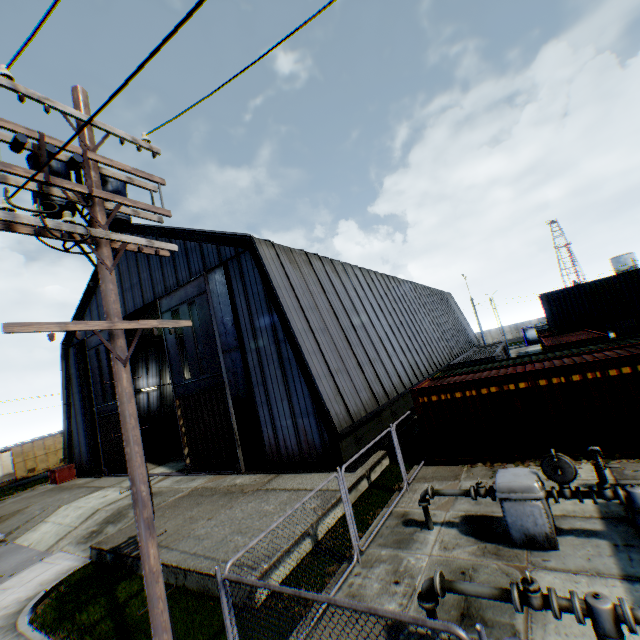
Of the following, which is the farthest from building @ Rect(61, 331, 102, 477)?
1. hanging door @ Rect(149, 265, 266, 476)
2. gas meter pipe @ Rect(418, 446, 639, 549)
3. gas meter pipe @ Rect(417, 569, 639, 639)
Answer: gas meter pipe @ Rect(417, 569, 639, 639)

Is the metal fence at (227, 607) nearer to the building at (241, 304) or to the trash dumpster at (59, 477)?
the building at (241, 304)

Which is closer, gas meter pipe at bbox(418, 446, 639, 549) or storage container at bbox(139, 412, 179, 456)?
gas meter pipe at bbox(418, 446, 639, 549)

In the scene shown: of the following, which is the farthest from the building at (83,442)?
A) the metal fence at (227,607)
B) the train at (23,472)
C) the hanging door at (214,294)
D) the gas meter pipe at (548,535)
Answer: the train at (23,472)

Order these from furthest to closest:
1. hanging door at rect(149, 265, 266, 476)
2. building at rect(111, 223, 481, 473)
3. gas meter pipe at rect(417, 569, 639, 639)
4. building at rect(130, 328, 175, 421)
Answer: building at rect(130, 328, 175, 421) < hanging door at rect(149, 265, 266, 476) < building at rect(111, 223, 481, 473) < gas meter pipe at rect(417, 569, 639, 639)

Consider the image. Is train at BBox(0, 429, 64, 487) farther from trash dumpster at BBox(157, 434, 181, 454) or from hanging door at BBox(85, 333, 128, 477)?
trash dumpster at BBox(157, 434, 181, 454)

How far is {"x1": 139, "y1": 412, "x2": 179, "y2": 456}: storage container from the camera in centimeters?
2750cm

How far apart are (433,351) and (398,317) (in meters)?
5.63
